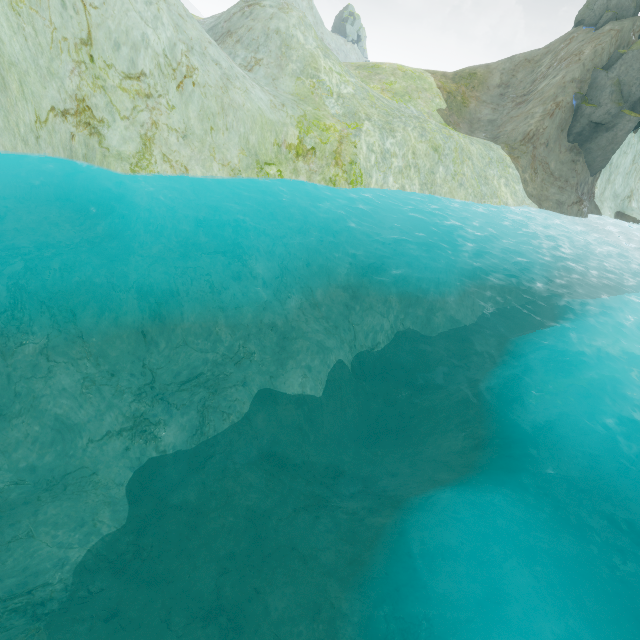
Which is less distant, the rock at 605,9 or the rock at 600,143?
the rock at 600,143

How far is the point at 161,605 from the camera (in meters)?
9.10

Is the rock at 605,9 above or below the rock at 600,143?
above

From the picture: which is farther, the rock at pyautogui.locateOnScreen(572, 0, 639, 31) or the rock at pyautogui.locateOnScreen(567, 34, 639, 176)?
the rock at pyautogui.locateOnScreen(572, 0, 639, 31)

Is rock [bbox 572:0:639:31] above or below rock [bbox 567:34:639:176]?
above
